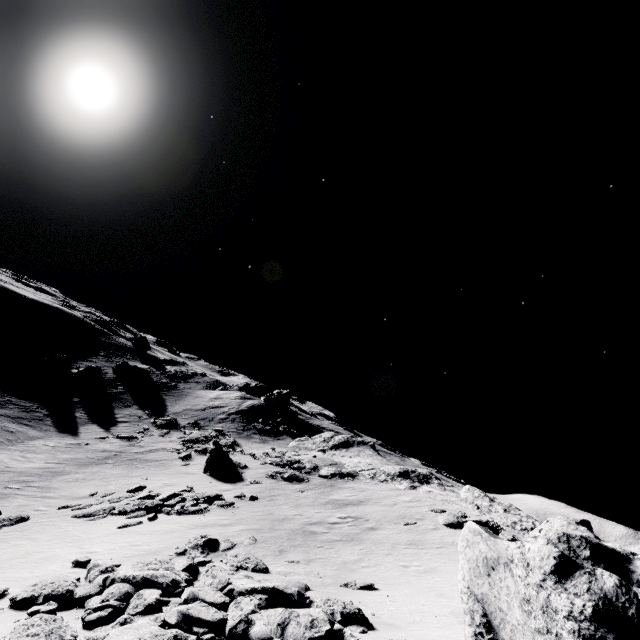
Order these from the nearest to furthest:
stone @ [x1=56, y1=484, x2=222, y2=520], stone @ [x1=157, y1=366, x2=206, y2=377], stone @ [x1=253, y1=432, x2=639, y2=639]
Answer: stone @ [x1=253, y1=432, x2=639, y2=639] < stone @ [x1=56, y1=484, x2=222, y2=520] < stone @ [x1=157, y1=366, x2=206, y2=377]

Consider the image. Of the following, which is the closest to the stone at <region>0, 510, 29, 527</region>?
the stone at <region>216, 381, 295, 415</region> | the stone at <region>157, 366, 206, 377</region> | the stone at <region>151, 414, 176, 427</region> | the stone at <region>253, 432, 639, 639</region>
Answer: the stone at <region>253, 432, 639, 639</region>

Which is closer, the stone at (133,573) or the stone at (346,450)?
the stone at (346,450)

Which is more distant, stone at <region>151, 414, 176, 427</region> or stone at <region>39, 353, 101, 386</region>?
stone at <region>39, 353, 101, 386</region>

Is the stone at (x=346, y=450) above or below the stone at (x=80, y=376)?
above

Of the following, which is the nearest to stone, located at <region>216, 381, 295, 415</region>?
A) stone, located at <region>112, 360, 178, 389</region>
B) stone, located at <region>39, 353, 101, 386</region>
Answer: stone, located at <region>112, 360, 178, 389</region>

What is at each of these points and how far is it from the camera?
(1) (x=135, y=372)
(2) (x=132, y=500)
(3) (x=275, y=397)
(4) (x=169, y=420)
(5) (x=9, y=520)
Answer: (1) stone, 49.1m
(2) stone, 17.2m
(3) stone, 47.9m
(4) stone, 37.1m
(5) stone, 14.7m

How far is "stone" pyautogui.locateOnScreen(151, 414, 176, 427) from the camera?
36.0 meters
